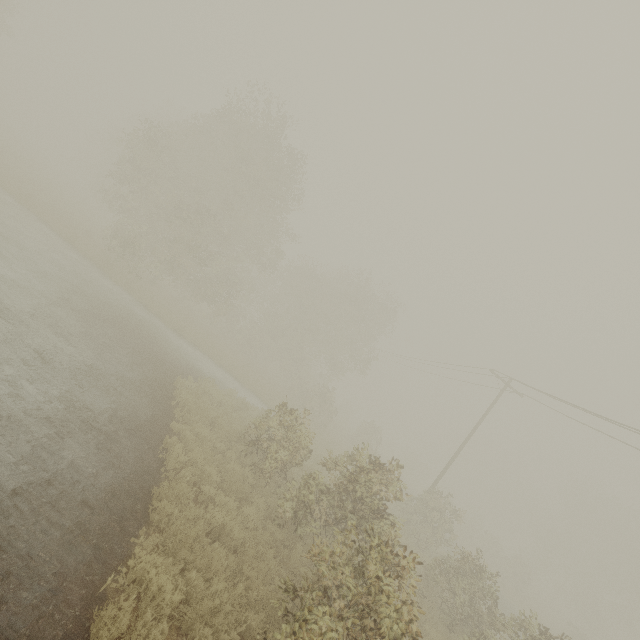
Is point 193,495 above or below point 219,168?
below
